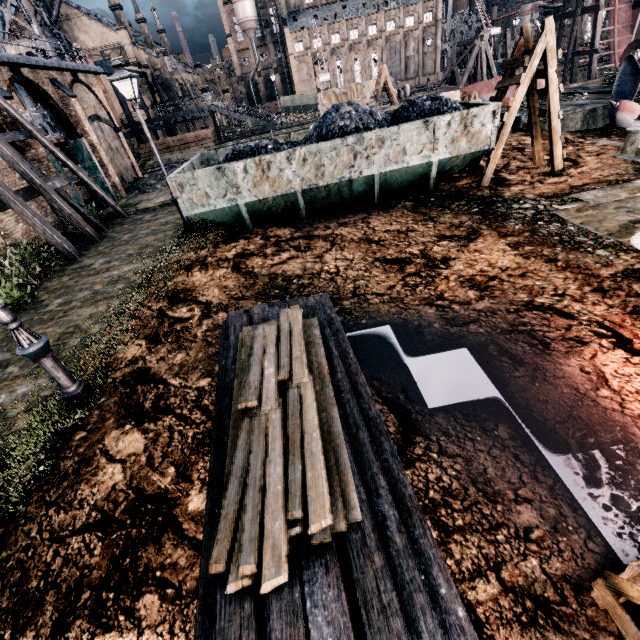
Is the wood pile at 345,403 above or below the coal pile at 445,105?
below

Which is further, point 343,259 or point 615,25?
point 615,25

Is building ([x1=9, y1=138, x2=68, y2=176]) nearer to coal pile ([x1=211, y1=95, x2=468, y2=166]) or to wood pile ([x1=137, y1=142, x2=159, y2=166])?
wood pile ([x1=137, y1=142, x2=159, y2=166])

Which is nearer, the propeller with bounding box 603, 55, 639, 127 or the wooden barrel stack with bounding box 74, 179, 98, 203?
the propeller with bounding box 603, 55, 639, 127

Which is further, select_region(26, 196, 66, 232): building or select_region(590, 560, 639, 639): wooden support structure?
select_region(26, 196, 66, 232): building

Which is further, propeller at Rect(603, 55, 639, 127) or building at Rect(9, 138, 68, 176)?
building at Rect(9, 138, 68, 176)

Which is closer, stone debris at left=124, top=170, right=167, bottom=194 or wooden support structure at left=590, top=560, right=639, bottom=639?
wooden support structure at left=590, top=560, right=639, bottom=639

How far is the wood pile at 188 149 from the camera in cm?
3594
